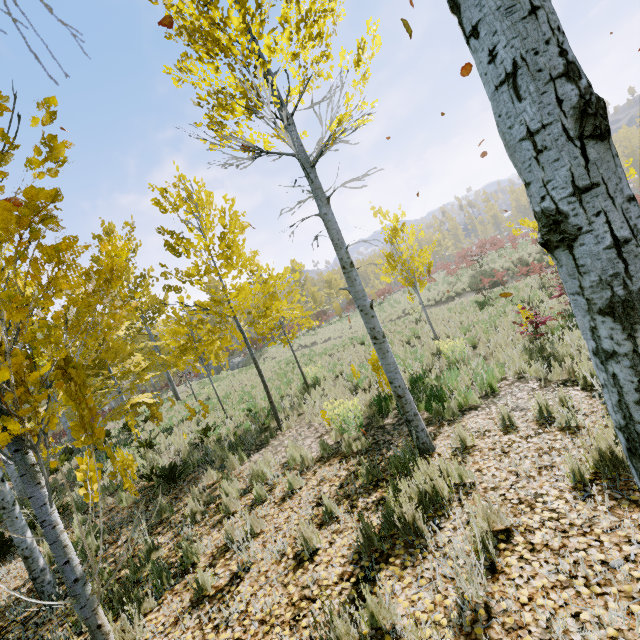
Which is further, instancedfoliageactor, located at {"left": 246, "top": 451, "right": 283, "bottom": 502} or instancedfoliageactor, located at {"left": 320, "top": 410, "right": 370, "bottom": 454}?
instancedfoliageactor, located at {"left": 320, "top": 410, "right": 370, "bottom": 454}

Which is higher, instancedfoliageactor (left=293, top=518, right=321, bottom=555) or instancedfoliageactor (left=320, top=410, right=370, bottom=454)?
instancedfoliageactor (left=293, top=518, right=321, bottom=555)

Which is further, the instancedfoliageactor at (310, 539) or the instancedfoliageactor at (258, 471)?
the instancedfoliageactor at (258, 471)

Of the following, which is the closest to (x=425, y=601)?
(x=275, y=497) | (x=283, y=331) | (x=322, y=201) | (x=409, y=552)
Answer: (x=409, y=552)
